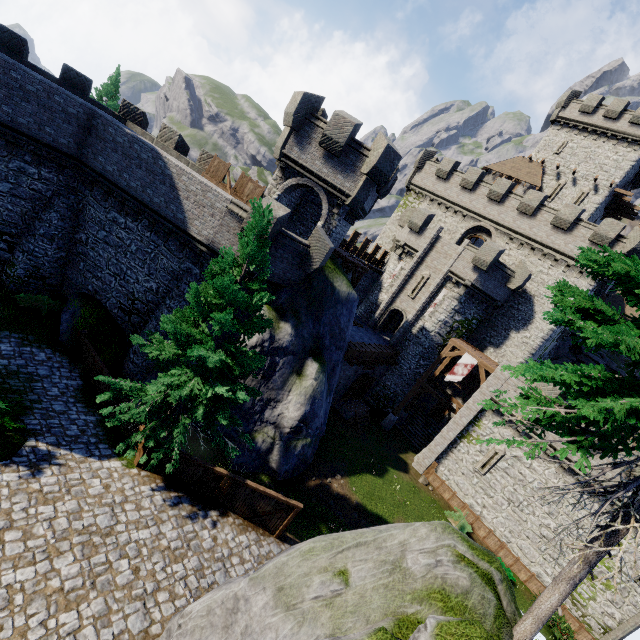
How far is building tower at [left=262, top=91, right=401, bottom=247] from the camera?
17.1m

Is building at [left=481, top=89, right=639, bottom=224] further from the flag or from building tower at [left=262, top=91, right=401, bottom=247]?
building tower at [left=262, top=91, right=401, bottom=247]

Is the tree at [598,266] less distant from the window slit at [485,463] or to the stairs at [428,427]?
the window slit at [485,463]

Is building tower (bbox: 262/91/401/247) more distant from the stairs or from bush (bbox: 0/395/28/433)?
the stairs

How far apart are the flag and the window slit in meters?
4.8

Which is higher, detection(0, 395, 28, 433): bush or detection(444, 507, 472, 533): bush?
detection(0, 395, 28, 433): bush

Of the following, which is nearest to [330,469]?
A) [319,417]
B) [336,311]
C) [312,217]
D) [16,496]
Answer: [319,417]

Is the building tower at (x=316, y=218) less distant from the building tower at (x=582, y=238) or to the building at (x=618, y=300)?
the building tower at (x=582, y=238)
